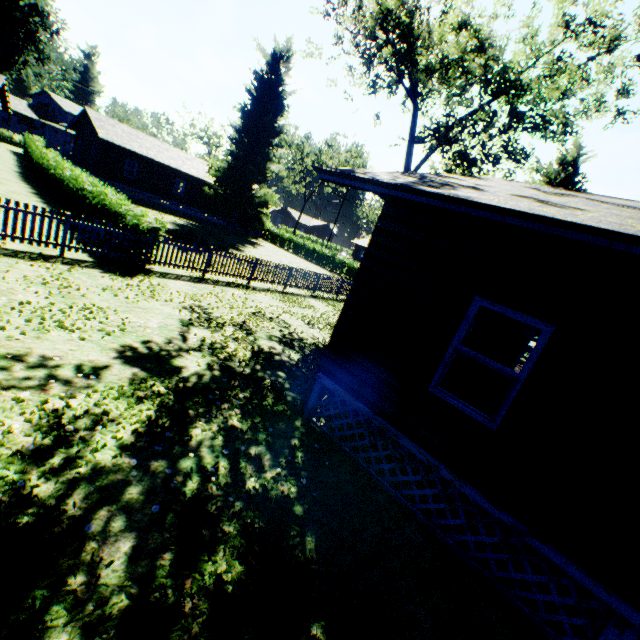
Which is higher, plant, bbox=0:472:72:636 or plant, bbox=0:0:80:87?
plant, bbox=0:0:80:87

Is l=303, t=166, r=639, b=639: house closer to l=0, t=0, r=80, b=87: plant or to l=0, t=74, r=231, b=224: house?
l=0, t=0, r=80, b=87: plant

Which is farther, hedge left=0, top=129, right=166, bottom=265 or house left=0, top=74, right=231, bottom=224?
house left=0, top=74, right=231, bottom=224

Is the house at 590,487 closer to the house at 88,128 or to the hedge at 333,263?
A: the hedge at 333,263

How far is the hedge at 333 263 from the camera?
36.47m

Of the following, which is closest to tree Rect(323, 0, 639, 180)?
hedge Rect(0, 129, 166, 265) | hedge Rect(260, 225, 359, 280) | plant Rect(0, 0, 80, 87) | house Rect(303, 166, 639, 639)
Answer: hedge Rect(0, 129, 166, 265)

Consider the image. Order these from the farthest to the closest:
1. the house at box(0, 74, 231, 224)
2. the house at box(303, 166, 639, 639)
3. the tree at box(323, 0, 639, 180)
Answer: the house at box(0, 74, 231, 224)
the tree at box(323, 0, 639, 180)
the house at box(303, 166, 639, 639)

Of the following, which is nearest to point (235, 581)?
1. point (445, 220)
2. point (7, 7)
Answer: point (445, 220)
